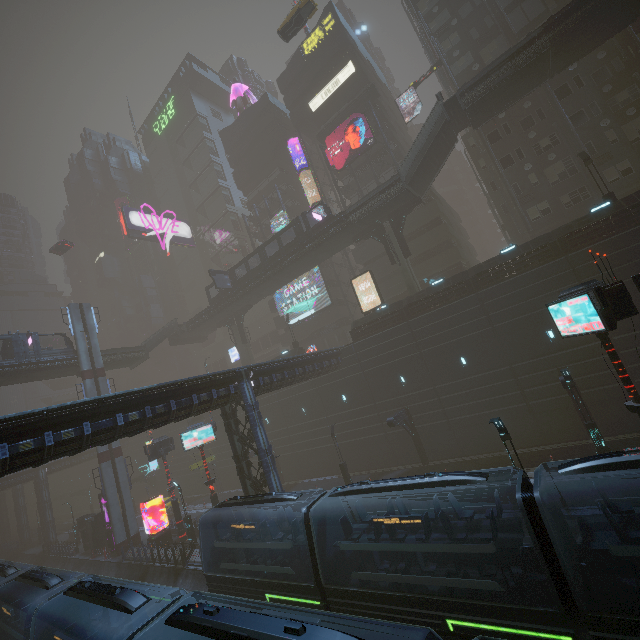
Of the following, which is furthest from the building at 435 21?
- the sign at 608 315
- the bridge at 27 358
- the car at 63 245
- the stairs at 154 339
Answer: the stairs at 154 339

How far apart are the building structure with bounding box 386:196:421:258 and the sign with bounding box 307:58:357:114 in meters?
22.7

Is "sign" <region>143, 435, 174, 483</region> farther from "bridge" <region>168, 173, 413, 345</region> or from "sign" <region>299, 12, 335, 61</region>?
"sign" <region>299, 12, 335, 61</region>

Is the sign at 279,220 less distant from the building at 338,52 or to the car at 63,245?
the building at 338,52

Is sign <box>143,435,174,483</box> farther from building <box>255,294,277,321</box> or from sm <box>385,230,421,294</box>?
sm <box>385,230,421,294</box>

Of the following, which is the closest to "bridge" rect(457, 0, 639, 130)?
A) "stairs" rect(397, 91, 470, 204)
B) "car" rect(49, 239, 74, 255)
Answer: "stairs" rect(397, 91, 470, 204)

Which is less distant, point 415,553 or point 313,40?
point 415,553

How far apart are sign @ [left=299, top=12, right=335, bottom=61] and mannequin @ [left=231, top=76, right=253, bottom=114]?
13.2m
